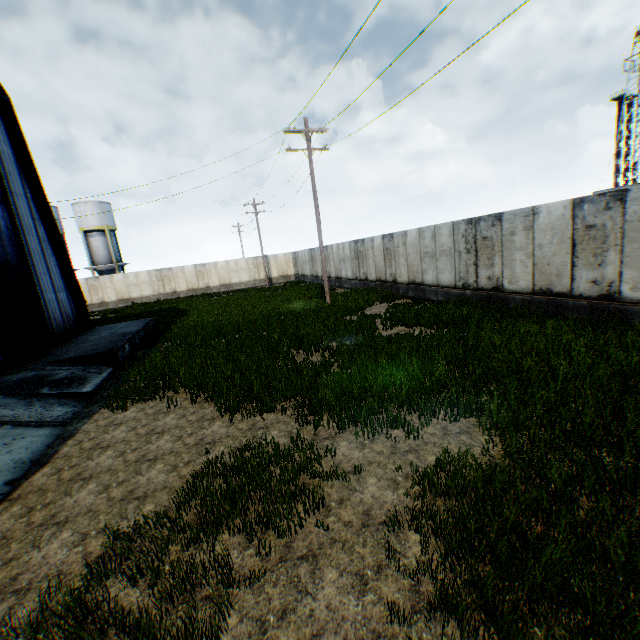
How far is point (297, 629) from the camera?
2.81m

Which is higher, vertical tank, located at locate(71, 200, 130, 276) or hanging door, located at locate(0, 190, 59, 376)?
vertical tank, located at locate(71, 200, 130, 276)

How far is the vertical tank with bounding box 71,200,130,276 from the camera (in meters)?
38.28

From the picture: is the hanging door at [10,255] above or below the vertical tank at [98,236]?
below

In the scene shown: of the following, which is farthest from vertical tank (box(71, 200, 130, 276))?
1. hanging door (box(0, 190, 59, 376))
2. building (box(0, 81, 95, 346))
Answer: hanging door (box(0, 190, 59, 376))

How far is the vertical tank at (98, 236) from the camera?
38.3m

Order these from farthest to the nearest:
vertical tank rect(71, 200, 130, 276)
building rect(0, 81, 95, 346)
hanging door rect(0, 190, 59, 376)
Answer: vertical tank rect(71, 200, 130, 276) < building rect(0, 81, 95, 346) < hanging door rect(0, 190, 59, 376)
